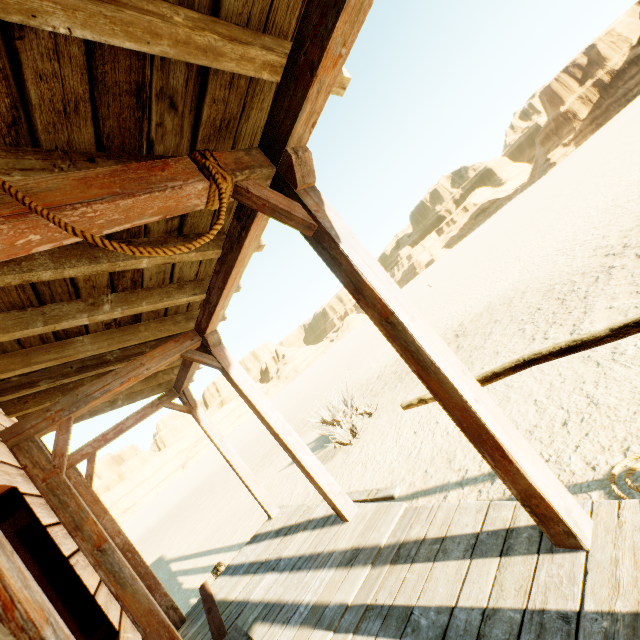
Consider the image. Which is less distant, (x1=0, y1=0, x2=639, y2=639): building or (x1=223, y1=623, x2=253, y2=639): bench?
(x1=0, y1=0, x2=639, y2=639): building

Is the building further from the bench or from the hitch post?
the hitch post

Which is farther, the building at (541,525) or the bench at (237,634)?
the bench at (237,634)

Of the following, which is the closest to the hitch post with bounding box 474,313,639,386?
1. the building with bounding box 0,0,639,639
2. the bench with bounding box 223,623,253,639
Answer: the building with bounding box 0,0,639,639

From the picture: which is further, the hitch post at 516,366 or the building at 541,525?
the hitch post at 516,366

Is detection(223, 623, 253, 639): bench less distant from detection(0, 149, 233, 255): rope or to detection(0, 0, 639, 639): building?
detection(0, 0, 639, 639): building

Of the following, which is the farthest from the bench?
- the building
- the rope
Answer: the rope

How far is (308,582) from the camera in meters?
3.1 m
